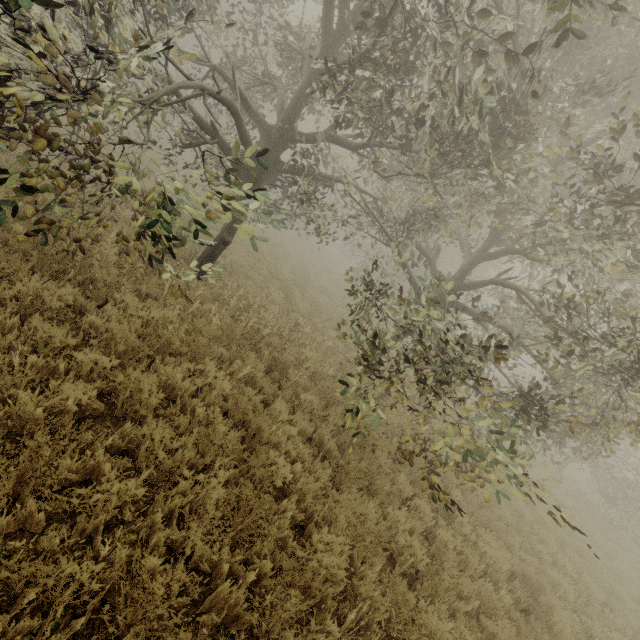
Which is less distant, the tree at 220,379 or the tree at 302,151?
the tree at 302,151

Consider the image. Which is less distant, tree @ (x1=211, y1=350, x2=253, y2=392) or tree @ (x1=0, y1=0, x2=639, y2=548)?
tree @ (x1=0, y1=0, x2=639, y2=548)

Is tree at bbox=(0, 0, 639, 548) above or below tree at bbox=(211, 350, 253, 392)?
above

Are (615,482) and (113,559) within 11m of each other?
no

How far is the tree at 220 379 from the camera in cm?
501

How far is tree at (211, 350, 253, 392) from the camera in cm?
501
